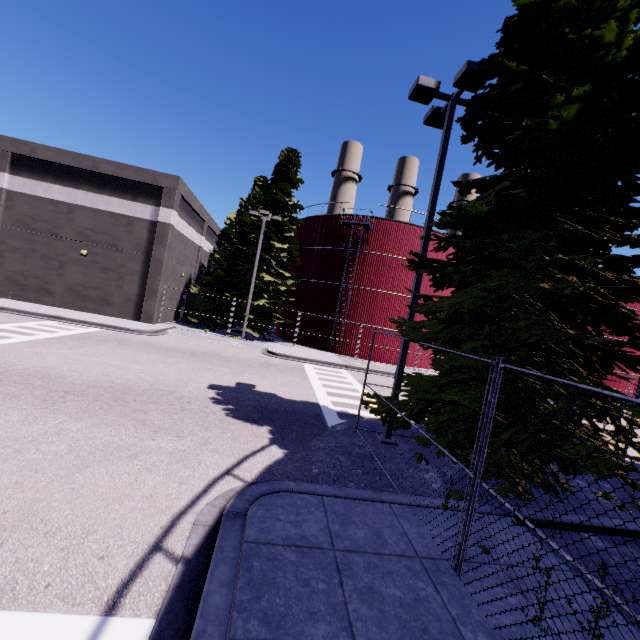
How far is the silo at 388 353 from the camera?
27.6m

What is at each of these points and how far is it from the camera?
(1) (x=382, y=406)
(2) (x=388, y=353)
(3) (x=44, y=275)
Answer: (1) tree, 7.5 meters
(2) silo, 27.8 meters
(3) building, 22.6 meters

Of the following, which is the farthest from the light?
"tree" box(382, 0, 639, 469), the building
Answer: the building

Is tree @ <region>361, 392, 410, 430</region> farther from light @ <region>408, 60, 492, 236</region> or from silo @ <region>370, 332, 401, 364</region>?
silo @ <region>370, 332, 401, 364</region>

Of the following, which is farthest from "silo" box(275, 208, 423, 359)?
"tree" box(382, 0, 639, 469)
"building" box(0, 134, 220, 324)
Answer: "tree" box(382, 0, 639, 469)

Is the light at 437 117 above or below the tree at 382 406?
above

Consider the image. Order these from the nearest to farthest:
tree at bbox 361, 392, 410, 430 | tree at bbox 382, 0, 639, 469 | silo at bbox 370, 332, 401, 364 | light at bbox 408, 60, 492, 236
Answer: tree at bbox 382, 0, 639, 469 → tree at bbox 361, 392, 410, 430 → light at bbox 408, 60, 492, 236 → silo at bbox 370, 332, 401, 364
